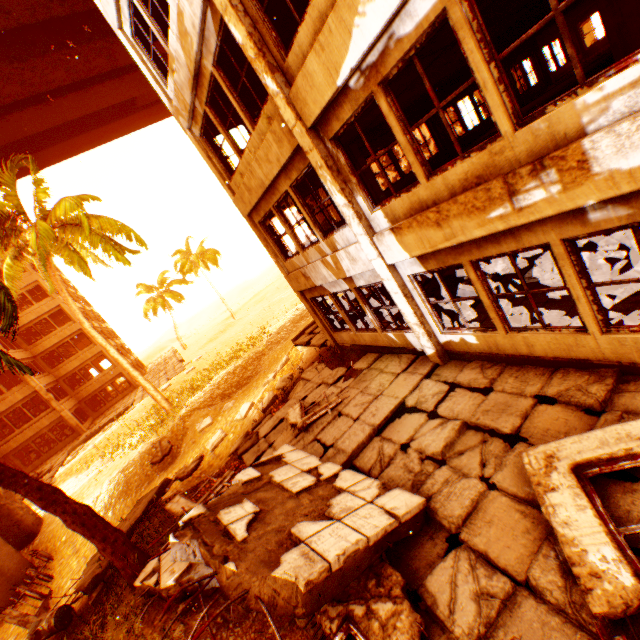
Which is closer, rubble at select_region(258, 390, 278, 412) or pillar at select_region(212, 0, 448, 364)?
pillar at select_region(212, 0, 448, 364)

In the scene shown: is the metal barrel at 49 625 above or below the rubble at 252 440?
below

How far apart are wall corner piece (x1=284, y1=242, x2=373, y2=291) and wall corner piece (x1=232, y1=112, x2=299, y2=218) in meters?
2.2 m

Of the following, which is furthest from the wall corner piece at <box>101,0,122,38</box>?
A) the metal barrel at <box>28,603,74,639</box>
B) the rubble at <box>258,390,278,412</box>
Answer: the metal barrel at <box>28,603,74,639</box>

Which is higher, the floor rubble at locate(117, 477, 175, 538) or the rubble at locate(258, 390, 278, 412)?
the floor rubble at locate(117, 477, 175, 538)

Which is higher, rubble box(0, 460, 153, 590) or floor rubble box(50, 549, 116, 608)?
rubble box(0, 460, 153, 590)

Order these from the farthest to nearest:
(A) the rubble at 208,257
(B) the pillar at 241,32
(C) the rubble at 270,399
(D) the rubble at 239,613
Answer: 1. (A) the rubble at 208,257
2. (C) the rubble at 270,399
3. (B) the pillar at 241,32
4. (D) the rubble at 239,613

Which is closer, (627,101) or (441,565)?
(627,101)
